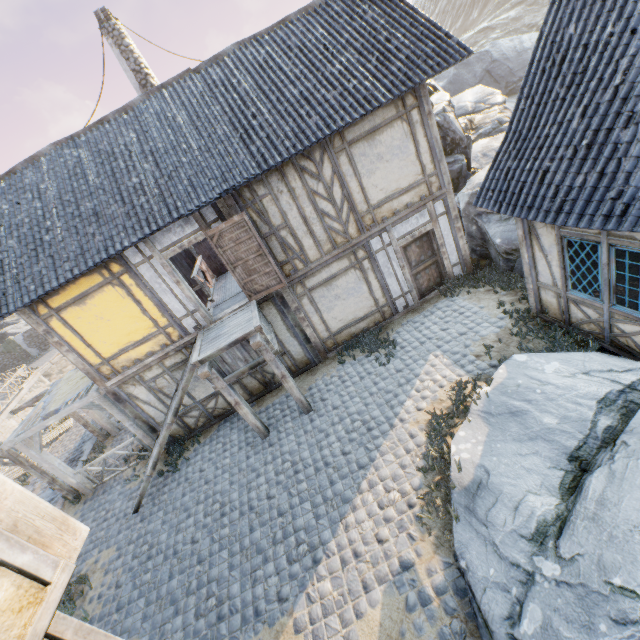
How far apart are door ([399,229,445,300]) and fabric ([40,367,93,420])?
9.87m

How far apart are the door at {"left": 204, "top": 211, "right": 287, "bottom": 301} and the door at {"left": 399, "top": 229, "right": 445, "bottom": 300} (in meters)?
3.60

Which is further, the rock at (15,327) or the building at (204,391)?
the rock at (15,327)

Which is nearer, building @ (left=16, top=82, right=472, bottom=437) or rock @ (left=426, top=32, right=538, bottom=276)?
building @ (left=16, top=82, right=472, bottom=437)

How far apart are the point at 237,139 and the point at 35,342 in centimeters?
4206cm

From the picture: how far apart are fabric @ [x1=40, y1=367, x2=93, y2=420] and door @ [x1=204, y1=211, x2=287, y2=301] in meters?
5.3 m

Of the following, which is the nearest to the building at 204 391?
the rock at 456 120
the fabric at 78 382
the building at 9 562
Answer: the fabric at 78 382

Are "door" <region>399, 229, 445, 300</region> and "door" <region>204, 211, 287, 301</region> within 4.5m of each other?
yes
